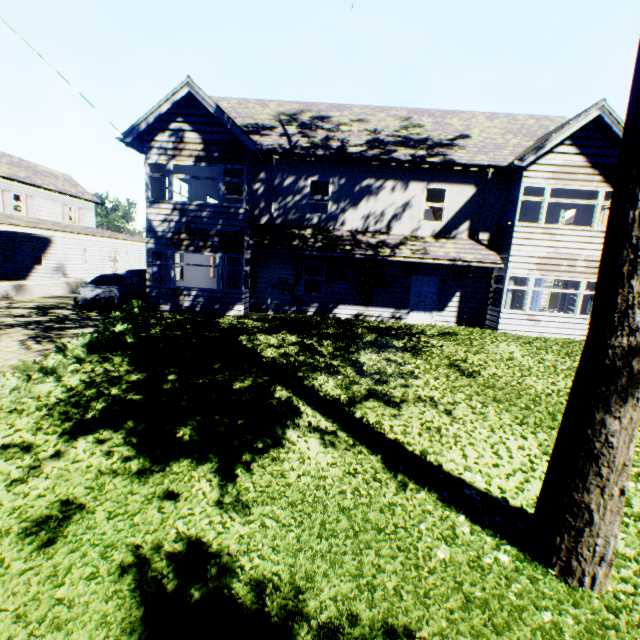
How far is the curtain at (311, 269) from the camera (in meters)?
14.73

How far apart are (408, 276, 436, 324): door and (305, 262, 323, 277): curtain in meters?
3.8 m

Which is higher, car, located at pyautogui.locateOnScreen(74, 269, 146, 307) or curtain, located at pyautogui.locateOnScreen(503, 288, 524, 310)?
curtain, located at pyautogui.locateOnScreen(503, 288, 524, 310)

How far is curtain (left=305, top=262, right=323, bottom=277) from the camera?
14.73m

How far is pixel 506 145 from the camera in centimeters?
1472cm

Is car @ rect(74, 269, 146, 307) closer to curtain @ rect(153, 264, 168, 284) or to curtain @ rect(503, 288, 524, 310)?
curtain @ rect(153, 264, 168, 284)

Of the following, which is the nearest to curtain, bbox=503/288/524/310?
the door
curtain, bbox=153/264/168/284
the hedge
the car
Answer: the door

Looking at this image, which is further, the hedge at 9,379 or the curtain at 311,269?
the curtain at 311,269
